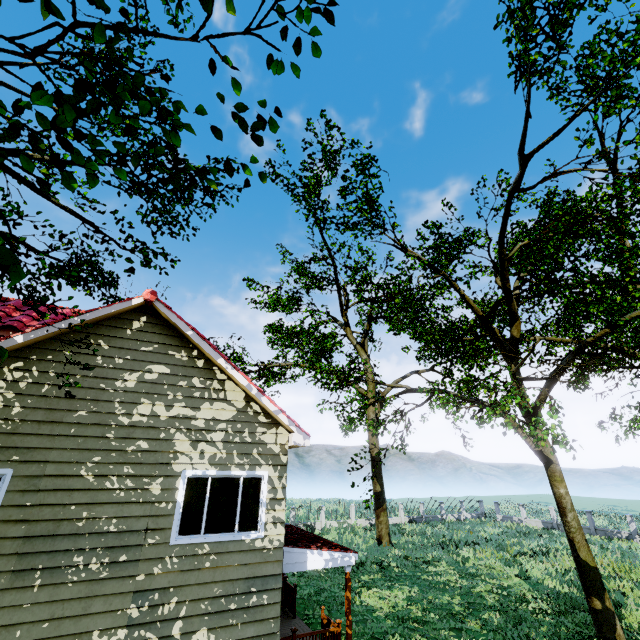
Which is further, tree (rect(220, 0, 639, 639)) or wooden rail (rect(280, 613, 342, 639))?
tree (rect(220, 0, 639, 639))

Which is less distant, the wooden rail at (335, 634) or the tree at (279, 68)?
the tree at (279, 68)

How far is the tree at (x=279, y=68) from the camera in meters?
2.3 m

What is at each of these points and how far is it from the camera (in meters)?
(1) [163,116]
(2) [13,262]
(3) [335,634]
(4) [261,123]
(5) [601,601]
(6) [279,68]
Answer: (1) tree, 2.01
(2) tree, 1.14
(3) wooden rail, 9.48
(4) tree, 2.15
(5) tree, 11.61
(6) tree, 2.35

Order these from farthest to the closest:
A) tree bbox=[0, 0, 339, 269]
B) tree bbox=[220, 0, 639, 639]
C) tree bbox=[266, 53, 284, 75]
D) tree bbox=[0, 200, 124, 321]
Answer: tree bbox=[220, 0, 639, 639]
tree bbox=[266, 53, 284, 75]
tree bbox=[0, 0, 339, 269]
tree bbox=[0, 200, 124, 321]

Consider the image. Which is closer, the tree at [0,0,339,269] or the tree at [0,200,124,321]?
the tree at [0,200,124,321]

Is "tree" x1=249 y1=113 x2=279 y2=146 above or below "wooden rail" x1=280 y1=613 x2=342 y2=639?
above

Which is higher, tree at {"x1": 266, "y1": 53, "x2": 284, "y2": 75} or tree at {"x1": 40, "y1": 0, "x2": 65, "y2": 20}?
tree at {"x1": 266, "y1": 53, "x2": 284, "y2": 75}
